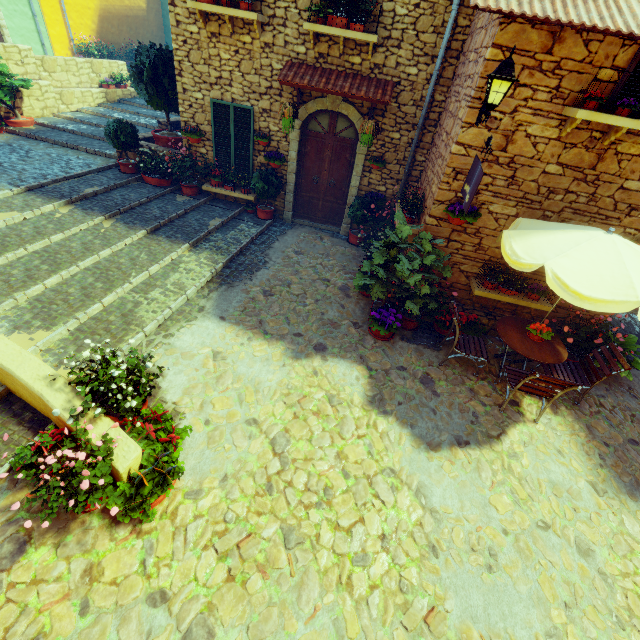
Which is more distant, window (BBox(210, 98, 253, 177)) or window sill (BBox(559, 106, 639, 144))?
window (BBox(210, 98, 253, 177))

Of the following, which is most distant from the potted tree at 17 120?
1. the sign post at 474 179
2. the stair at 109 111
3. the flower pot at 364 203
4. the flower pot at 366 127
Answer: the sign post at 474 179

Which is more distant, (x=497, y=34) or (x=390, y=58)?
(x=390, y=58)

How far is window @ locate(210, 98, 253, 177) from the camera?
8.0 meters

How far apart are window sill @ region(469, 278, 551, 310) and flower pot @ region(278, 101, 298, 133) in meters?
5.3 m

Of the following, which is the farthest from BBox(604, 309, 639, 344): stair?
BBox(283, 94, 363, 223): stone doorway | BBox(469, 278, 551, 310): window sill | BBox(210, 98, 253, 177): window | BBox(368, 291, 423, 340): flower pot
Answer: BBox(210, 98, 253, 177): window

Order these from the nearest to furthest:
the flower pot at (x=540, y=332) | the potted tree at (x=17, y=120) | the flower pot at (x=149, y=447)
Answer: the flower pot at (x=149, y=447), the flower pot at (x=540, y=332), the potted tree at (x=17, y=120)

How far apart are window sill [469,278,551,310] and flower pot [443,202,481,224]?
1.1m
